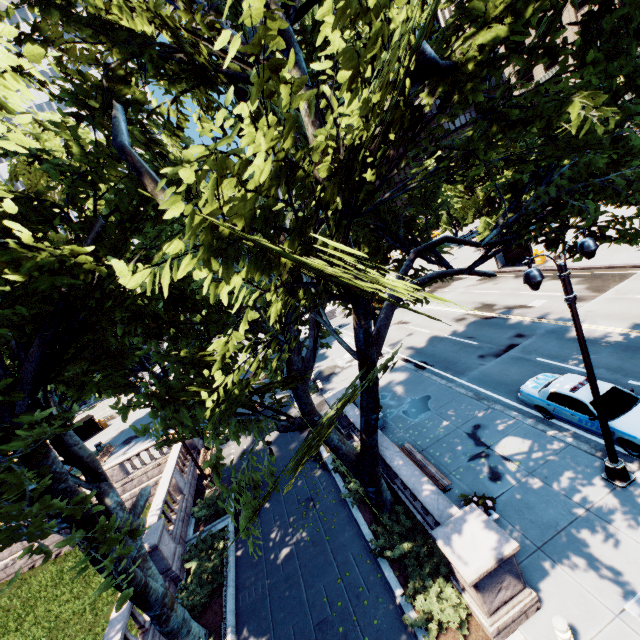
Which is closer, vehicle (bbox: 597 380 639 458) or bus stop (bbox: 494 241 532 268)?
vehicle (bbox: 597 380 639 458)

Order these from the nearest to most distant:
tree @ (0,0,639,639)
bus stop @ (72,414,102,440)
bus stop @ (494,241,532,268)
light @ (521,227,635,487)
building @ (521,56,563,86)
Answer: tree @ (0,0,639,639) → light @ (521,227,635,487) → bus stop @ (494,241,532,268) → bus stop @ (72,414,102,440) → building @ (521,56,563,86)

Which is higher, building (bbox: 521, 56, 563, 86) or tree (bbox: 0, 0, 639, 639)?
building (bbox: 521, 56, 563, 86)

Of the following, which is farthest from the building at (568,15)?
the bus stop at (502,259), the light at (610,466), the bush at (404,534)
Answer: the bush at (404,534)

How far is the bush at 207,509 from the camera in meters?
15.9

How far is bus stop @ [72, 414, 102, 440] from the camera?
39.1 meters

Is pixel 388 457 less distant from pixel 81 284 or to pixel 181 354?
pixel 181 354

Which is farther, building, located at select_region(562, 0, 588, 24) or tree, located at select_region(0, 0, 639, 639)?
building, located at select_region(562, 0, 588, 24)
